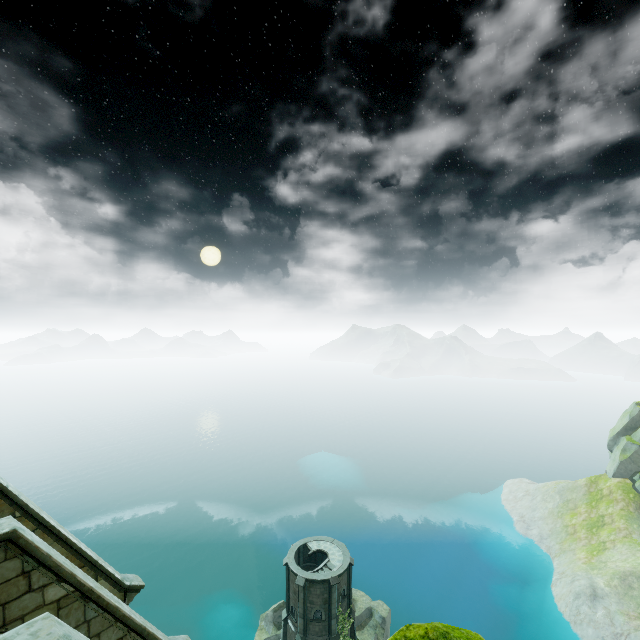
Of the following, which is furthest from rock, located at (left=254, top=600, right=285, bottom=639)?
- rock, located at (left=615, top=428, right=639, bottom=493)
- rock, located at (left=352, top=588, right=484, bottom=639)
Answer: rock, located at (left=615, top=428, right=639, bottom=493)

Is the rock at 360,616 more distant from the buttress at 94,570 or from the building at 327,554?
the building at 327,554

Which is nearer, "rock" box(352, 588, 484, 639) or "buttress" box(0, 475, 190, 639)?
"rock" box(352, 588, 484, 639)

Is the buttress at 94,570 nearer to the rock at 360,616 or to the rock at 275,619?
the rock at 360,616

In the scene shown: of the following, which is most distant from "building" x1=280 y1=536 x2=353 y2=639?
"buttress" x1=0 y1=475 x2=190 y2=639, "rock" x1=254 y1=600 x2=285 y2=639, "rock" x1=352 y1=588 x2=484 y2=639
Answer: "buttress" x1=0 y1=475 x2=190 y2=639

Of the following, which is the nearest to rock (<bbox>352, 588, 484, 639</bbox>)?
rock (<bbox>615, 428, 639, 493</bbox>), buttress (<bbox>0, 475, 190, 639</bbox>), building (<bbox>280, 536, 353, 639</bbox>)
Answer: buttress (<bbox>0, 475, 190, 639</bbox>)

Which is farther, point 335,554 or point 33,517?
point 335,554

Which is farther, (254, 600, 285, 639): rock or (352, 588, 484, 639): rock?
(254, 600, 285, 639): rock
